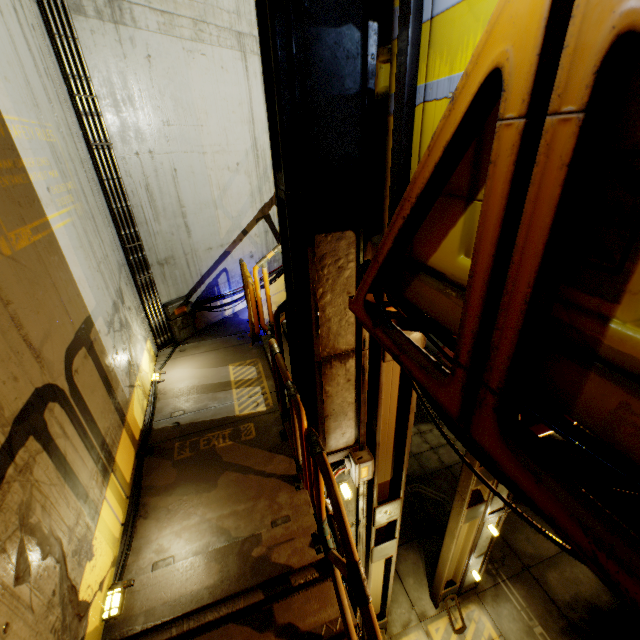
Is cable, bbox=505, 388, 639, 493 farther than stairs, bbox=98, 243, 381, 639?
No

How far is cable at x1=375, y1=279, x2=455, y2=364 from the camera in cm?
141

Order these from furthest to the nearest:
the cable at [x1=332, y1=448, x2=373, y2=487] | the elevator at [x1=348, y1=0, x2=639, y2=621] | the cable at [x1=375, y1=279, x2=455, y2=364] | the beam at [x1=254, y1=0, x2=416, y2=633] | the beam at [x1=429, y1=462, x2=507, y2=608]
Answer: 1. the beam at [x1=429, y1=462, x2=507, y2=608]
2. the cable at [x1=332, y1=448, x2=373, y2=487]
3. the beam at [x1=254, y1=0, x2=416, y2=633]
4. the cable at [x1=375, y1=279, x2=455, y2=364]
5. the elevator at [x1=348, y1=0, x2=639, y2=621]

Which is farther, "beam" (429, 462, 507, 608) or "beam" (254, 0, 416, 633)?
"beam" (429, 462, 507, 608)

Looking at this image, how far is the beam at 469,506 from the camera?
5.4m

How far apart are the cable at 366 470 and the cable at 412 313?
2.4 meters

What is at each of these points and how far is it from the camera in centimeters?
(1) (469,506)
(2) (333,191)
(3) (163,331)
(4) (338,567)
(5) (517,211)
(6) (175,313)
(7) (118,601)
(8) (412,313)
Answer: (1) beam, 583cm
(2) beam, 239cm
(3) pipe, 605cm
(4) stairs, 228cm
(5) elevator, 98cm
(6) cable, 604cm
(7) pipe, 265cm
(8) cable, 163cm

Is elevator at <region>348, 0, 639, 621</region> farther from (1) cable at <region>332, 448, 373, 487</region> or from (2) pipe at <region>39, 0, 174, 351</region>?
(2) pipe at <region>39, 0, 174, 351</region>
